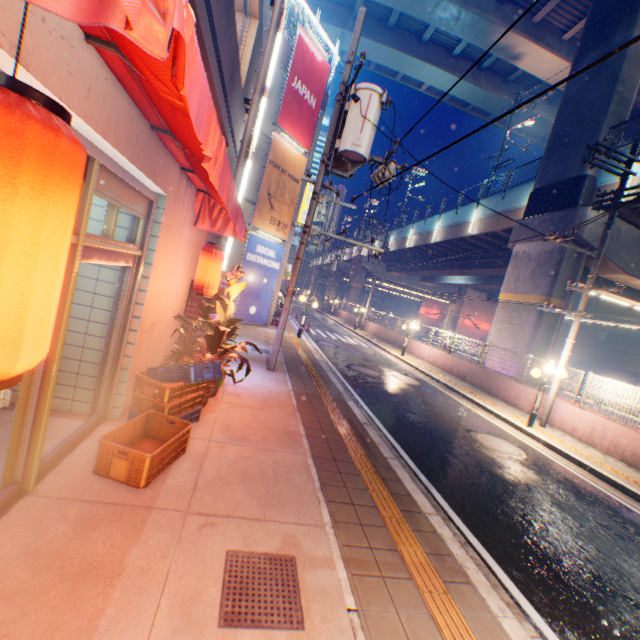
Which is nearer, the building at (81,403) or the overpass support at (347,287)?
the building at (81,403)

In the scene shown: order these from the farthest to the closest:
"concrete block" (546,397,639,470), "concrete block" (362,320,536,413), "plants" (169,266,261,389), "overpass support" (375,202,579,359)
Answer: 1. "overpass support" (375,202,579,359)
2. "concrete block" (362,320,536,413)
3. "concrete block" (546,397,639,470)
4. "plants" (169,266,261,389)

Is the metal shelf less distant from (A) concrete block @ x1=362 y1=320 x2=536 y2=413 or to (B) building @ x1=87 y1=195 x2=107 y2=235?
(B) building @ x1=87 y1=195 x2=107 y2=235

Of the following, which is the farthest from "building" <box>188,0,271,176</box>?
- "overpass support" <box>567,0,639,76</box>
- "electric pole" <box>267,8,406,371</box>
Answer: "electric pole" <box>267,8,406,371</box>

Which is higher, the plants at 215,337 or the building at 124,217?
the building at 124,217

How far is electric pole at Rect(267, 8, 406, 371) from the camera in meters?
7.9 m

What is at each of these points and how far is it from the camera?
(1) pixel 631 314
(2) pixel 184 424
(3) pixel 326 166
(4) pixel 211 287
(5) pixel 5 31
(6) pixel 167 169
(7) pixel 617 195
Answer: (1) overpass support, 29.9 meters
(2) plastic crate, 4.3 meters
(3) electric pole, 8.8 meters
(4) street lamp, 5.9 meters
(5) building, 1.6 meters
(6) building, 4.1 meters
(7) electric pole, 10.6 meters

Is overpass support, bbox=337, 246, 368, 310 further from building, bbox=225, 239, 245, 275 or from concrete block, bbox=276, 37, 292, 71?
building, bbox=225, 239, 245, 275
